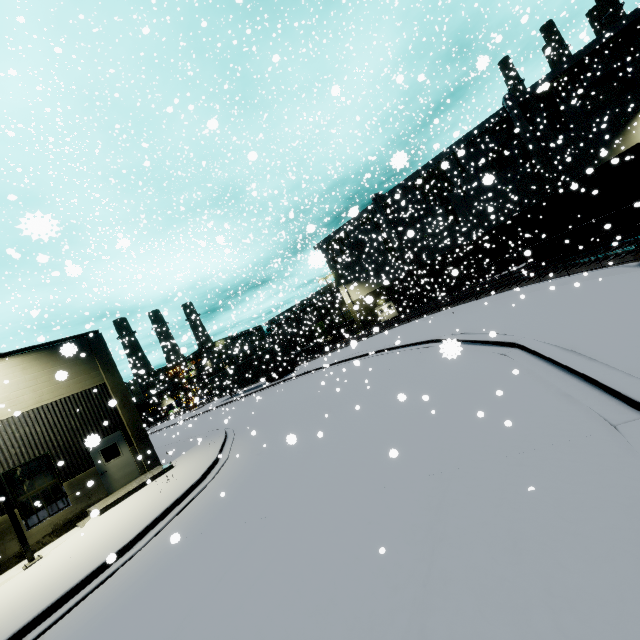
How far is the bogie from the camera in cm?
2306

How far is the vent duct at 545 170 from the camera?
31.8 meters

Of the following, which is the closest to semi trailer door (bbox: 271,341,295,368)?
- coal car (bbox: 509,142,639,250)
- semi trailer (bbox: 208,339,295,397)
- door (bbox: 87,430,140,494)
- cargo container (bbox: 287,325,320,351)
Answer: semi trailer (bbox: 208,339,295,397)

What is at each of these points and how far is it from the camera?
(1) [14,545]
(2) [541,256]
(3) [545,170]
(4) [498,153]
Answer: (1) building, 12.2m
(2) bogie, 24.1m
(3) vent duct, 31.9m
(4) tree, 35.4m

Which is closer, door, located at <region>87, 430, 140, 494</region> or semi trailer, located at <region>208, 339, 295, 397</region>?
door, located at <region>87, 430, 140, 494</region>

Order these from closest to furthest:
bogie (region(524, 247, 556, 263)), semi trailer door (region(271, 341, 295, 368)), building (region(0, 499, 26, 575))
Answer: building (region(0, 499, 26, 575)), bogie (region(524, 247, 556, 263)), semi trailer door (region(271, 341, 295, 368))

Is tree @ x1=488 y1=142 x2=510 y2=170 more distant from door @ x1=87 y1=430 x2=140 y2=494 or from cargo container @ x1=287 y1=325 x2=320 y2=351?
door @ x1=87 y1=430 x2=140 y2=494

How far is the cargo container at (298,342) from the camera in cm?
4333
